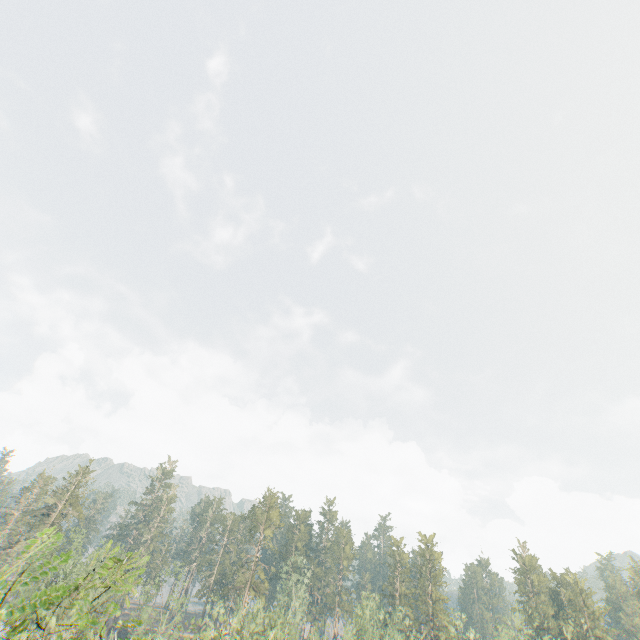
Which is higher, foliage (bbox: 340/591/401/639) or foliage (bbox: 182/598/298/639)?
foliage (bbox: 340/591/401/639)

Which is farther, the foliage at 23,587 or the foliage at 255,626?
the foliage at 255,626

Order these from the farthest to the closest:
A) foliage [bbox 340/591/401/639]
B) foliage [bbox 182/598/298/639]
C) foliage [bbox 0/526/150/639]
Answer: foliage [bbox 340/591/401/639]
foliage [bbox 182/598/298/639]
foliage [bbox 0/526/150/639]

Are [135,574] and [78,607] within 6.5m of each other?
yes

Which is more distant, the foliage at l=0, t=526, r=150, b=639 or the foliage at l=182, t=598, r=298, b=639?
the foliage at l=182, t=598, r=298, b=639

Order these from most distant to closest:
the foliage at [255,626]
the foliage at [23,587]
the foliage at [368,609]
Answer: the foliage at [368,609] < the foliage at [255,626] < the foliage at [23,587]
